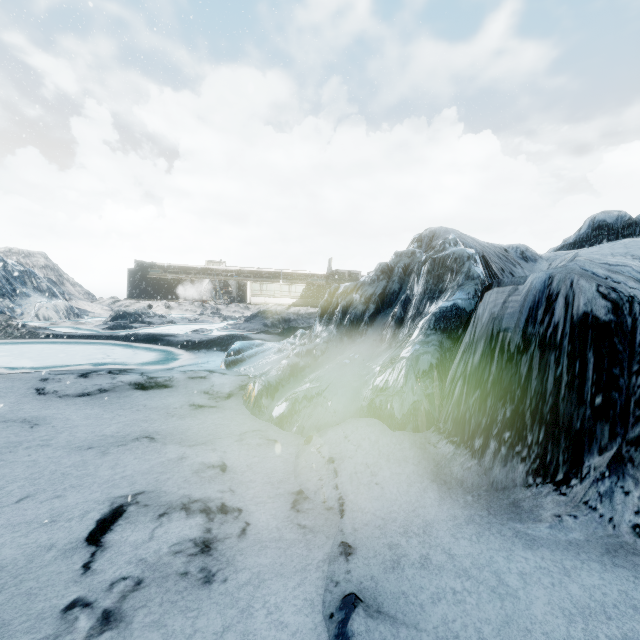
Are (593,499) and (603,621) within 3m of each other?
yes
